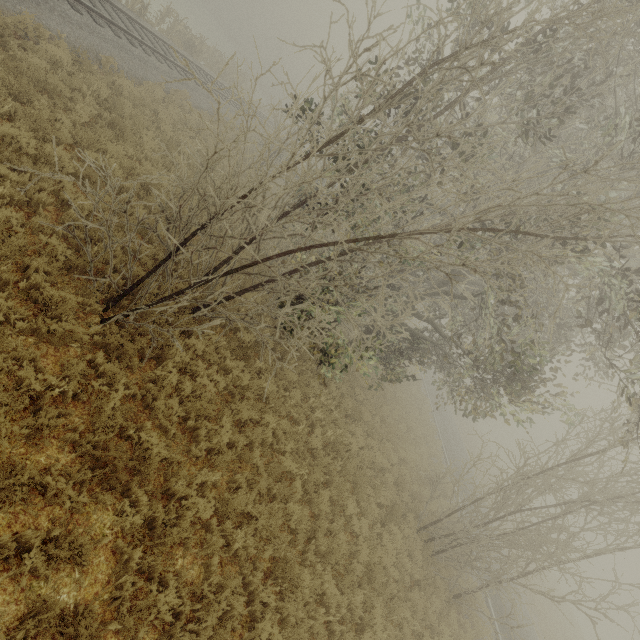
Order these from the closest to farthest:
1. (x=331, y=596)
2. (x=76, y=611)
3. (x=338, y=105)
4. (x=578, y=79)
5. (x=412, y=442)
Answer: (x=76, y=611) → (x=331, y=596) → (x=578, y=79) → (x=412, y=442) → (x=338, y=105)

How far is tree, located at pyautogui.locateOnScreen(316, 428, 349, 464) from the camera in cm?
943

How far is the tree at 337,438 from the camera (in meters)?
9.43
